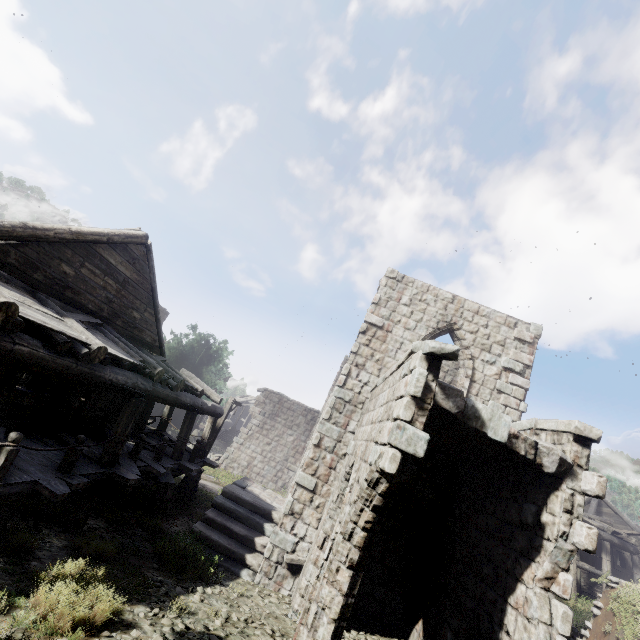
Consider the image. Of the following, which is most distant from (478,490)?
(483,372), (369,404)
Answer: (483,372)

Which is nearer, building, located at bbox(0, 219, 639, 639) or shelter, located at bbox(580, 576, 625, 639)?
building, located at bbox(0, 219, 639, 639)

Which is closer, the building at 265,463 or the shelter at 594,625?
the building at 265,463
